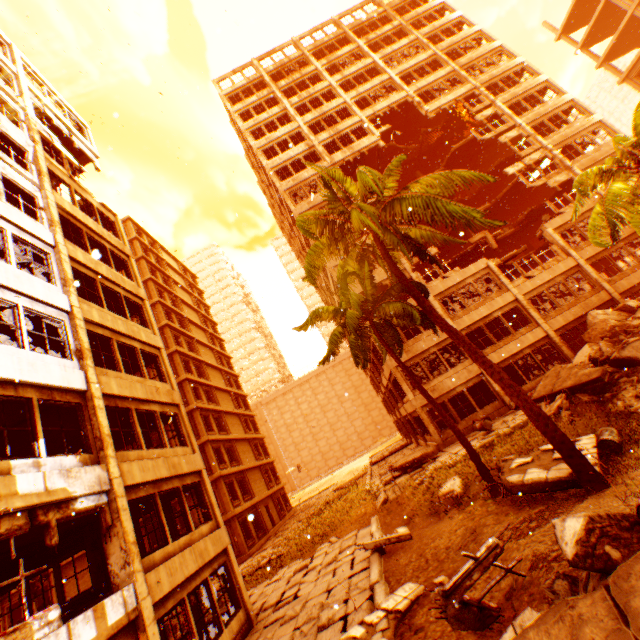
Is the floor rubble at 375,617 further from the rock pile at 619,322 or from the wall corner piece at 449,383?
the wall corner piece at 449,383

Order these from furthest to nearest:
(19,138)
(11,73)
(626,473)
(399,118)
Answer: (399,118) → (11,73) → (19,138) → (626,473)

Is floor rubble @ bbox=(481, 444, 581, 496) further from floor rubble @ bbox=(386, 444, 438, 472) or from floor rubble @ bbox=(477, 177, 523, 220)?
floor rubble @ bbox=(477, 177, 523, 220)

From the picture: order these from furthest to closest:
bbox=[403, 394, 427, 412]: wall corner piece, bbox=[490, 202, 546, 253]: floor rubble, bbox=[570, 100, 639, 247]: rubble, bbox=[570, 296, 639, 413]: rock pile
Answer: bbox=[490, 202, 546, 253]: floor rubble < bbox=[403, 394, 427, 412]: wall corner piece < bbox=[570, 296, 639, 413]: rock pile < bbox=[570, 100, 639, 247]: rubble

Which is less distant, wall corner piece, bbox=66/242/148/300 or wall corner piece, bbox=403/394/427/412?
wall corner piece, bbox=66/242/148/300

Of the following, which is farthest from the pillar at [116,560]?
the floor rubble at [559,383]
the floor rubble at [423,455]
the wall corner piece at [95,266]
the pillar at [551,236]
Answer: the pillar at [551,236]

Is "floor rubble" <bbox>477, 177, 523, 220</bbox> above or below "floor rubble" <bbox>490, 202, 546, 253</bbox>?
above

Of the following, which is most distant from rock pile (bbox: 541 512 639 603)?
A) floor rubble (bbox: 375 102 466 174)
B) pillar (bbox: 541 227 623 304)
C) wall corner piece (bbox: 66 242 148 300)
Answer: floor rubble (bbox: 375 102 466 174)
